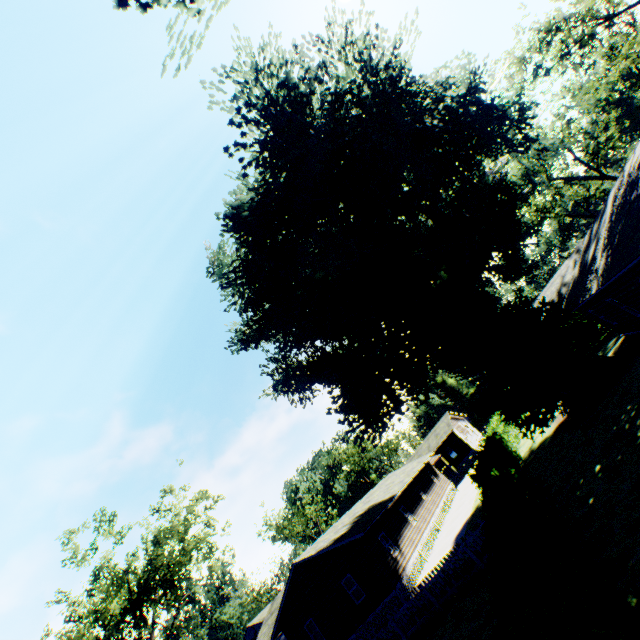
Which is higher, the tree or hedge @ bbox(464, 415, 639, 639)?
the tree

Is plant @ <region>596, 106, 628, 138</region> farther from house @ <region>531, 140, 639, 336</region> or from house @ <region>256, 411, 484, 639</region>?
house @ <region>256, 411, 484, 639</region>

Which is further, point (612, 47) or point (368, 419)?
point (368, 419)

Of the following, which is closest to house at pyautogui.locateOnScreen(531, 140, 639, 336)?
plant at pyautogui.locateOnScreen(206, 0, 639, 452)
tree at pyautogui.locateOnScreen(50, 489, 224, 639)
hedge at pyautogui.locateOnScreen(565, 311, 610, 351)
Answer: plant at pyautogui.locateOnScreen(206, 0, 639, 452)

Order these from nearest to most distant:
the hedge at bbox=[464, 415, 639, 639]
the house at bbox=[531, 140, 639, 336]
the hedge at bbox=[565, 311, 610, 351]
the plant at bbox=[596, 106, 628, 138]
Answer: the hedge at bbox=[464, 415, 639, 639]
the house at bbox=[531, 140, 639, 336]
the hedge at bbox=[565, 311, 610, 351]
the plant at bbox=[596, 106, 628, 138]

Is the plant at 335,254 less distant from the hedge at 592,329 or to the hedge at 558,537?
the hedge at 558,537

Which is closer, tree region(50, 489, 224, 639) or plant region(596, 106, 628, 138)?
tree region(50, 489, 224, 639)

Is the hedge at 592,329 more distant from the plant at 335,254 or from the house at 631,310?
the house at 631,310
